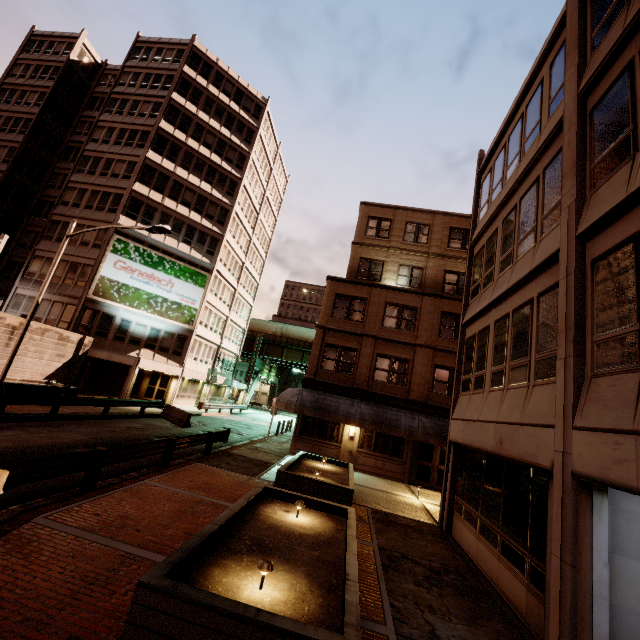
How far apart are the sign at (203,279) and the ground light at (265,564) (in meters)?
30.18

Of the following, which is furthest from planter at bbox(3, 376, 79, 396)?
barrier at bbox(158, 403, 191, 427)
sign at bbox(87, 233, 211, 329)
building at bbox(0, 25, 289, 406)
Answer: sign at bbox(87, 233, 211, 329)

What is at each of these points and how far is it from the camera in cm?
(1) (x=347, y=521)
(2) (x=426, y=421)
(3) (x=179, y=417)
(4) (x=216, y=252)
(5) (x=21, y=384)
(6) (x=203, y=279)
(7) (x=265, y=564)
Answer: (1) planter, 691
(2) awning, 1805
(3) barrier, 2233
(4) building, 3522
(5) planter, 1695
(6) sign, 3366
(7) ground light, 425

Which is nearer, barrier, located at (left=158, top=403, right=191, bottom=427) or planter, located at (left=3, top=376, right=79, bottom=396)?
planter, located at (left=3, top=376, right=79, bottom=396)

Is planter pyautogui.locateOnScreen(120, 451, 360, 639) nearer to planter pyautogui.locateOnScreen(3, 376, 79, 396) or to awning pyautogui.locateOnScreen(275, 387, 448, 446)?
awning pyautogui.locateOnScreen(275, 387, 448, 446)

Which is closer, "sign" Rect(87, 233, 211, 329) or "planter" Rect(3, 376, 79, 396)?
"planter" Rect(3, 376, 79, 396)

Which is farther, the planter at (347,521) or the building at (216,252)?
the building at (216,252)

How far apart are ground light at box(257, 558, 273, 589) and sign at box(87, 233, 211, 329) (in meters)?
30.18
